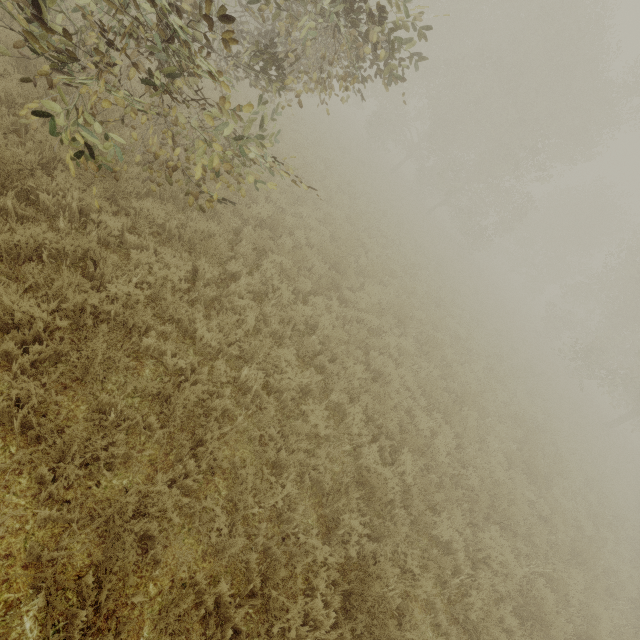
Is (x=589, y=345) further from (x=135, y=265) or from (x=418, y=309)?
(x=135, y=265)
